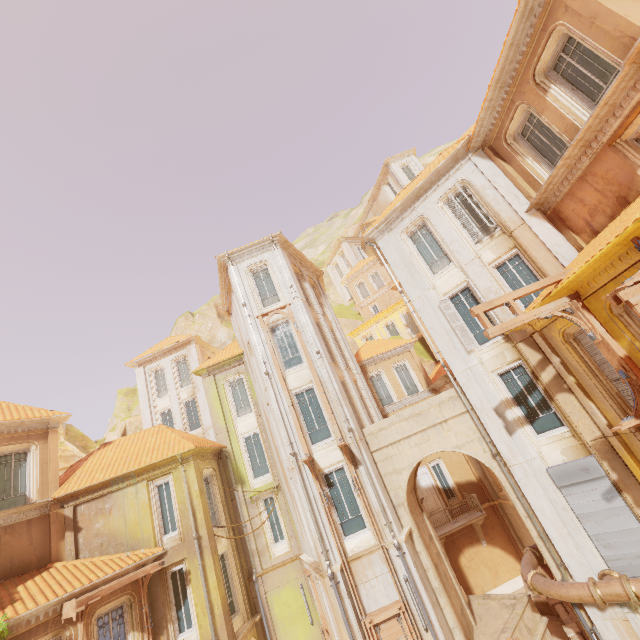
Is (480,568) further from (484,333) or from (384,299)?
(384,299)

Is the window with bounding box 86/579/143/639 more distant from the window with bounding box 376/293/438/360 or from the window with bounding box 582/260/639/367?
the window with bounding box 376/293/438/360

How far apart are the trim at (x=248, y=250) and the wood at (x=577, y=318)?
13.93m

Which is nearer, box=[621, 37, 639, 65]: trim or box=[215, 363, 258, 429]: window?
box=[621, 37, 639, 65]: trim

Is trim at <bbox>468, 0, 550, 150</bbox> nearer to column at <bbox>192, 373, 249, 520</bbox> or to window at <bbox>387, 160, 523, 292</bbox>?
window at <bbox>387, 160, 523, 292</bbox>

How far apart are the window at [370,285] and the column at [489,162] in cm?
2501

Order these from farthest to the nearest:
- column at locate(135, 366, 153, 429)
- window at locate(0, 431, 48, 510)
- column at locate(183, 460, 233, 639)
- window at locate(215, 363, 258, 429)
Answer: column at locate(135, 366, 153, 429)
window at locate(215, 363, 258, 429)
window at locate(0, 431, 48, 510)
column at locate(183, 460, 233, 639)

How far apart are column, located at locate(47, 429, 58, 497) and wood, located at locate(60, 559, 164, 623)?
4.8m
